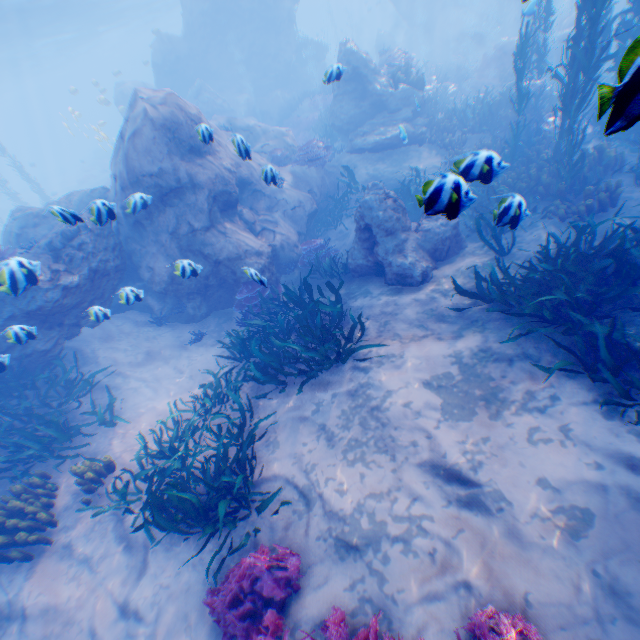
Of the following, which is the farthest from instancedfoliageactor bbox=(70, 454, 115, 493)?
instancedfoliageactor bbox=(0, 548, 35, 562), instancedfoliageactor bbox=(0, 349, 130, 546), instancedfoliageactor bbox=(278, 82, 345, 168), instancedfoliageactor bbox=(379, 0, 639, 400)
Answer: instancedfoliageactor bbox=(278, 82, 345, 168)

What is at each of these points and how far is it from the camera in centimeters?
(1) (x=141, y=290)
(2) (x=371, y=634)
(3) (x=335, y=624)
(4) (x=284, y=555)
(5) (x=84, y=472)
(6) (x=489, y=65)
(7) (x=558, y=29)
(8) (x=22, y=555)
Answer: (1) rock, 1052cm
(2) instancedfoliageactor, 339cm
(3) instancedfoliageactor, 384cm
(4) instancedfoliageactor, 458cm
(5) instancedfoliageactor, 637cm
(6) rock, 1784cm
(7) rock, 1870cm
(8) instancedfoliageactor, 566cm

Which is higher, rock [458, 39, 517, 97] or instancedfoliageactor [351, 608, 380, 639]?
instancedfoliageactor [351, 608, 380, 639]

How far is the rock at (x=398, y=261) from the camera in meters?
7.9 m

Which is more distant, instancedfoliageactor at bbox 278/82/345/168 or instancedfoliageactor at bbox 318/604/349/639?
instancedfoliageactor at bbox 278/82/345/168

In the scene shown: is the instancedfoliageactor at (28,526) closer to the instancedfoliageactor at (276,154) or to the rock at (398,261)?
the rock at (398,261)

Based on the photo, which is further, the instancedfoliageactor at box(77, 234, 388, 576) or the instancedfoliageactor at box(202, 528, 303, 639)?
the instancedfoliageactor at box(77, 234, 388, 576)

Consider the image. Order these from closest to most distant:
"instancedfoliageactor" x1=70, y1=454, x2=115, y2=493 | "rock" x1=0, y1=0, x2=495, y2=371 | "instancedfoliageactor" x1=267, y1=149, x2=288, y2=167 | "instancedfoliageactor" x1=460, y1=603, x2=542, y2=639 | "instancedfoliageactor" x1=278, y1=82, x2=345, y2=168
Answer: "instancedfoliageactor" x1=460, y1=603, x2=542, y2=639 < "instancedfoliageactor" x1=70, y1=454, x2=115, y2=493 < "rock" x1=0, y1=0, x2=495, y2=371 < "instancedfoliageactor" x1=278, y1=82, x2=345, y2=168 < "instancedfoliageactor" x1=267, y1=149, x2=288, y2=167
